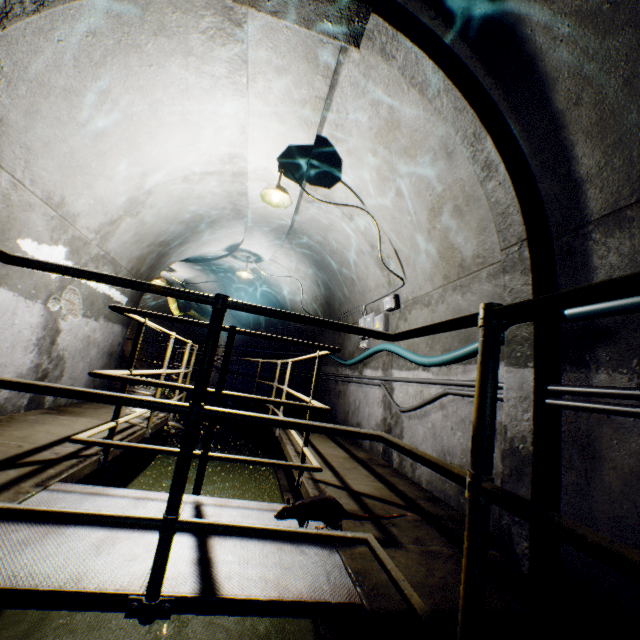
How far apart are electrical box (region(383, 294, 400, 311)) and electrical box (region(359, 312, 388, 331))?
0.1 meters

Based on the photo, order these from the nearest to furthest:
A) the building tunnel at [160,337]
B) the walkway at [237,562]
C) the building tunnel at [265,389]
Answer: the walkway at [237,562] → the building tunnel at [265,389] → the building tunnel at [160,337]

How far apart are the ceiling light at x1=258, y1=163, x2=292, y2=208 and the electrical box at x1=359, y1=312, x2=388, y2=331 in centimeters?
217cm

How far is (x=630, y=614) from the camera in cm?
162

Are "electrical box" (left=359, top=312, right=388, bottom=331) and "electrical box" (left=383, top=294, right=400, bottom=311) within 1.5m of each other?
yes

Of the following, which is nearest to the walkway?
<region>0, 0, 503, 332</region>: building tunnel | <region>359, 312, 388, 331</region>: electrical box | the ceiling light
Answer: <region>0, 0, 503, 332</region>: building tunnel

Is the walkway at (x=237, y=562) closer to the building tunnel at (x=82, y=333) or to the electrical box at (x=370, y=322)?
the building tunnel at (x=82, y=333)

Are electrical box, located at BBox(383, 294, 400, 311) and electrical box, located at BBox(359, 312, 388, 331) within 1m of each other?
yes
